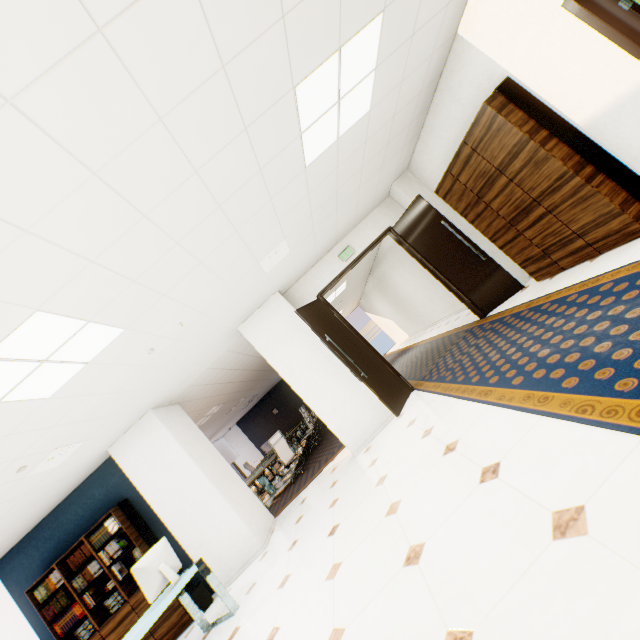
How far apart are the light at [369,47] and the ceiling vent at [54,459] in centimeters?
468cm

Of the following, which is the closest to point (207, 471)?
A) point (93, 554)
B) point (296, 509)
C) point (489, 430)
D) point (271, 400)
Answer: point (296, 509)

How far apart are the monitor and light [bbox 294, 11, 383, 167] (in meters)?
4.93

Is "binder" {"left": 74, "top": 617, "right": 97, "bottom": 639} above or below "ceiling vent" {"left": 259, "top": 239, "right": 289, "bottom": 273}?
below

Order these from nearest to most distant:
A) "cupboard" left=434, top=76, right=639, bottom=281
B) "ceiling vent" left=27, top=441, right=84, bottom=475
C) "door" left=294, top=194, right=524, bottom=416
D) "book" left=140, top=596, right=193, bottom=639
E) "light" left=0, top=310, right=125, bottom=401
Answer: "light" left=0, top=310, right=125, bottom=401
"cupboard" left=434, top=76, right=639, bottom=281
"ceiling vent" left=27, top=441, right=84, bottom=475
"book" left=140, top=596, right=193, bottom=639
"door" left=294, top=194, right=524, bottom=416

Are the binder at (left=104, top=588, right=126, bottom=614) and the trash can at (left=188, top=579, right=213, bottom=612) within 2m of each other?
yes

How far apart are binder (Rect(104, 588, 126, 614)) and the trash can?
1.0m

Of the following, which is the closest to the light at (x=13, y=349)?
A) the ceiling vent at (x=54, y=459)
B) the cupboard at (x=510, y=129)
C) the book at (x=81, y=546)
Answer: the ceiling vent at (x=54, y=459)
